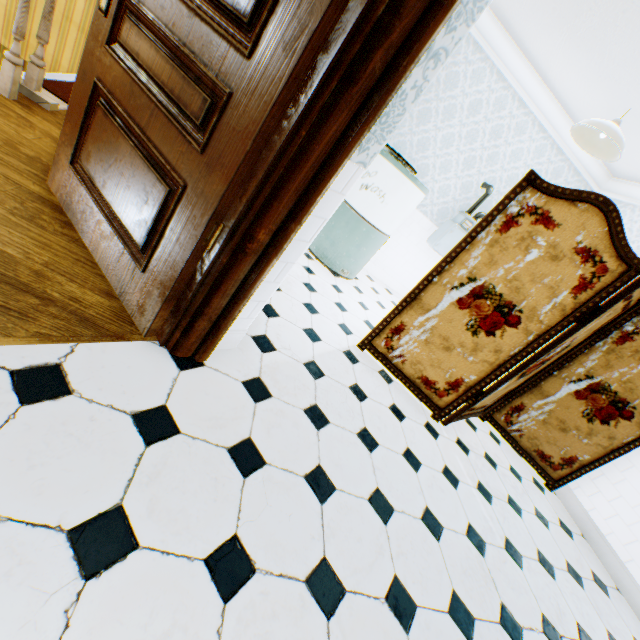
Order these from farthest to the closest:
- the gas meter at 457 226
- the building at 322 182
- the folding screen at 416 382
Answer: the gas meter at 457 226
the folding screen at 416 382
the building at 322 182

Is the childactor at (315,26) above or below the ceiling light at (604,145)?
below

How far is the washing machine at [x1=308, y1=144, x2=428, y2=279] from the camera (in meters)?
3.57

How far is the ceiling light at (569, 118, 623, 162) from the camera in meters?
2.6

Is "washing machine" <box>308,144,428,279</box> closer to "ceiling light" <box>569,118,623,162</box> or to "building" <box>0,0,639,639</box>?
"building" <box>0,0,639,639</box>

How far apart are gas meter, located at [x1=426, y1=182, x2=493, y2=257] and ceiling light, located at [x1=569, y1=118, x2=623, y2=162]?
1.4m

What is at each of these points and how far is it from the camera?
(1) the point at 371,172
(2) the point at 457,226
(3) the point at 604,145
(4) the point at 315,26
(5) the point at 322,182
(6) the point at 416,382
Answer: (1) washing machine, 3.6 meters
(2) gas meter, 4.6 meters
(3) ceiling light, 2.9 meters
(4) childactor, 1.0 meters
(5) building, 1.2 meters
(6) folding screen, 2.9 meters

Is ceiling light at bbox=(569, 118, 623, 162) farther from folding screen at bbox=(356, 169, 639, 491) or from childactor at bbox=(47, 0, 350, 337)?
childactor at bbox=(47, 0, 350, 337)
